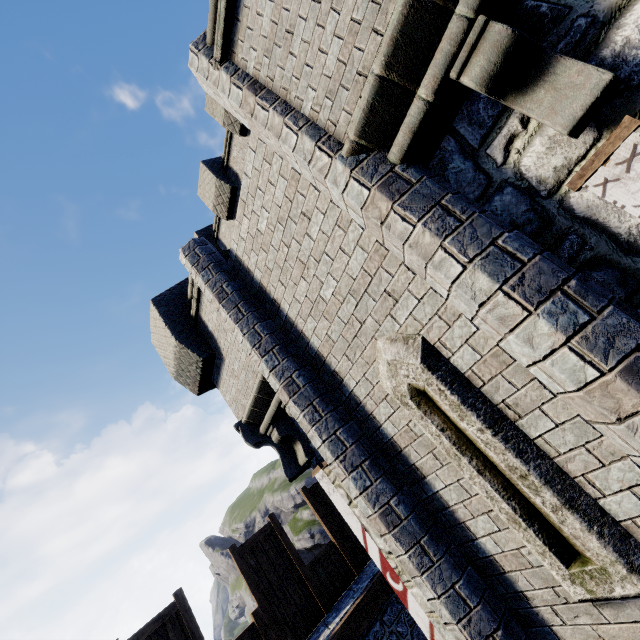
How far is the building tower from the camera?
9.95m

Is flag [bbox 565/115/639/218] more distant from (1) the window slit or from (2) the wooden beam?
(2) the wooden beam

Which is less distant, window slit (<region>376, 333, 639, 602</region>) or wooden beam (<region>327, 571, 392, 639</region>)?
window slit (<region>376, 333, 639, 602</region>)

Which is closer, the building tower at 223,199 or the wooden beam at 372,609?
the wooden beam at 372,609

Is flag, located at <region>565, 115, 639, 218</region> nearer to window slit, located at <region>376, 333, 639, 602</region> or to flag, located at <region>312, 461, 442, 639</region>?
window slit, located at <region>376, 333, 639, 602</region>

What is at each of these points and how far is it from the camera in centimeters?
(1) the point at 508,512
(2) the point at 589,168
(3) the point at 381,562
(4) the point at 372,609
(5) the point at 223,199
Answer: (1) window slit, 294cm
(2) flag, 184cm
(3) flag, 450cm
(4) wooden beam, 554cm
(5) building tower, 1147cm

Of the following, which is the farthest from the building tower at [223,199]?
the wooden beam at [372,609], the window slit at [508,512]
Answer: the window slit at [508,512]

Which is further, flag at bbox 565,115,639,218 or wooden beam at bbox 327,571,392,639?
wooden beam at bbox 327,571,392,639
